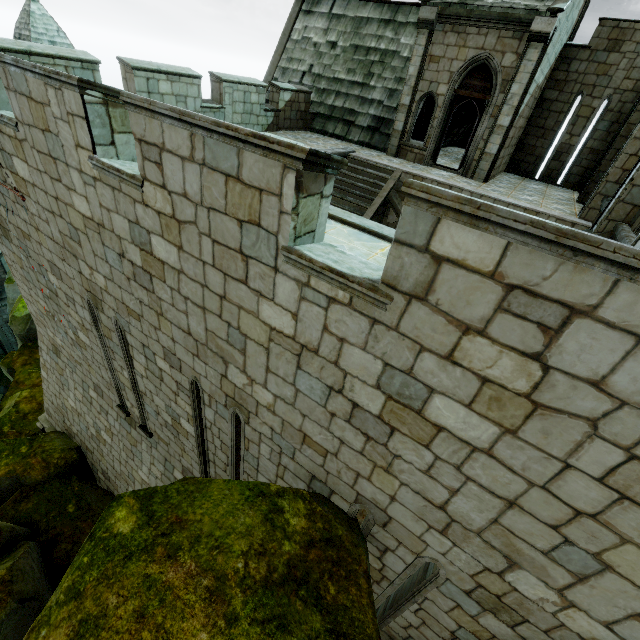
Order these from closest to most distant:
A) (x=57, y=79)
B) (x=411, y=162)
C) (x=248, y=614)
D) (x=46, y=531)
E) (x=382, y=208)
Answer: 1. (x=248, y=614)
2. (x=57, y=79)
3. (x=46, y=531)
4. (x=382, y=208)
5. (x=411, y=162)
